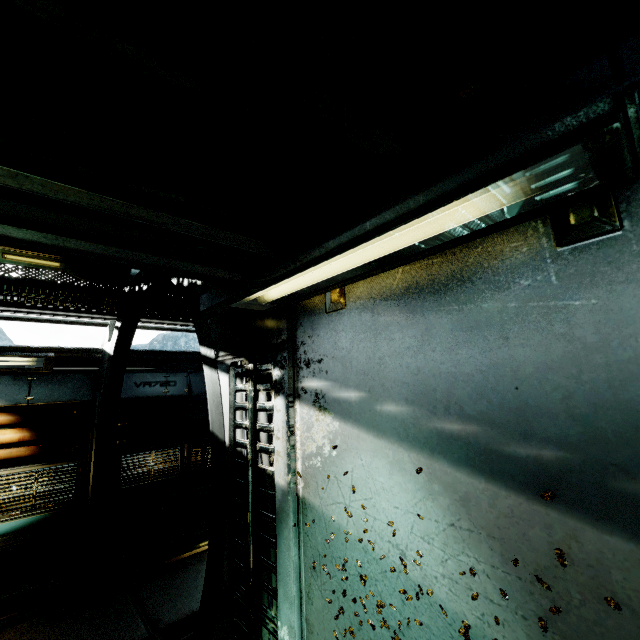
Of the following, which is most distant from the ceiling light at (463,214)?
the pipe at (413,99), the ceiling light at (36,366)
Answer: the ceiling light at (36,366)

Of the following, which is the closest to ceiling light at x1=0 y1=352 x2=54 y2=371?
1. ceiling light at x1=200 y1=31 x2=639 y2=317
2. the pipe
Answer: ceiling light at x1=200 y1=31 x2=639 y2=317

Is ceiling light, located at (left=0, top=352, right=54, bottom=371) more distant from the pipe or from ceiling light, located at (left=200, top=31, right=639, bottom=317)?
the pipe

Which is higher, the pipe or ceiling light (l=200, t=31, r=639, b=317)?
the pipe

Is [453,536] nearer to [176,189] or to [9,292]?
[176,189]

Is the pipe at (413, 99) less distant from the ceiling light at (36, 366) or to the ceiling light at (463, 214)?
the ceiling light at (463, 214)
